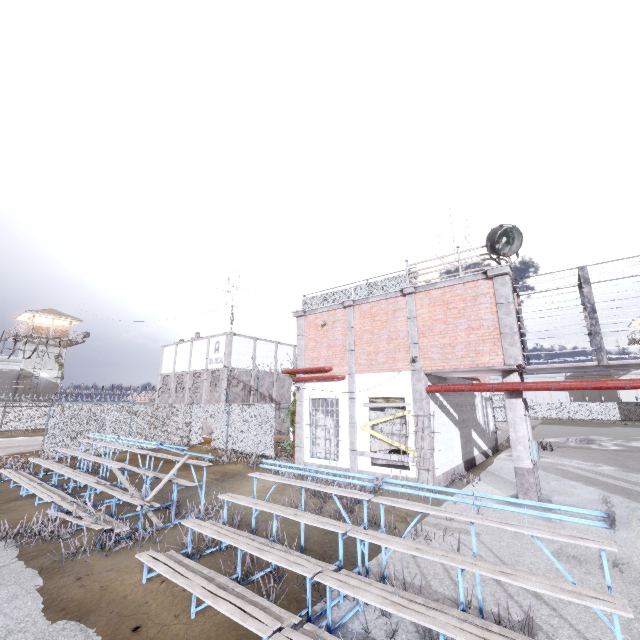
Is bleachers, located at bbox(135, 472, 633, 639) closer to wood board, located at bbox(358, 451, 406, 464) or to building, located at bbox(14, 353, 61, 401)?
wood board, located at bbox(358, 451, 406, 464)

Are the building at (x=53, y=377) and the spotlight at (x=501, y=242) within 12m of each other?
no

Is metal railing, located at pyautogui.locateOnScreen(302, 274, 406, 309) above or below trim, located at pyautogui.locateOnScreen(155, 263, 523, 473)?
above

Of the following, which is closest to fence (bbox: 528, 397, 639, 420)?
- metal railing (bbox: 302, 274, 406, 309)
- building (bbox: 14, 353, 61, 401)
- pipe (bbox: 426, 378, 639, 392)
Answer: metal railing (bbox: 302, 274, 406, 309)

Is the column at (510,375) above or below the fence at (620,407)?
above

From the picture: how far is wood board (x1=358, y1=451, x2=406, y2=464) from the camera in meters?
11.6 m

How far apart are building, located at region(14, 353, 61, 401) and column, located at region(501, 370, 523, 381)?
51.4m

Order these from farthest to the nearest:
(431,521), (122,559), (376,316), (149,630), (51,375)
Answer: (51,375), (376,316), (431,521), (122,559), (149,630)
